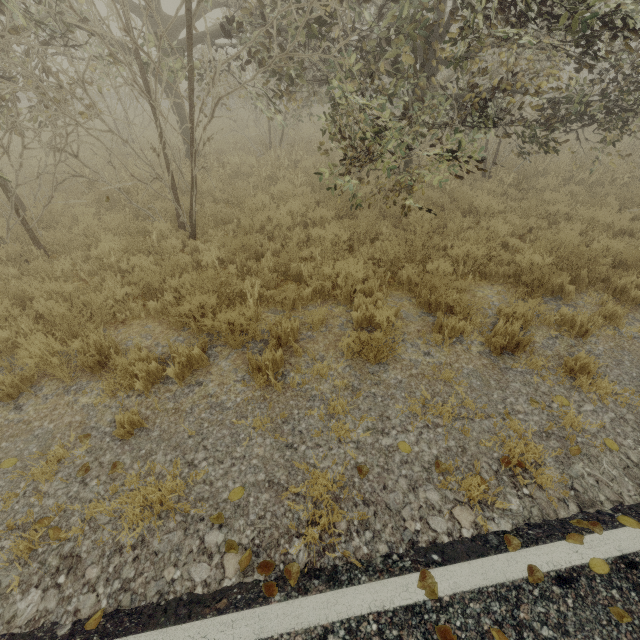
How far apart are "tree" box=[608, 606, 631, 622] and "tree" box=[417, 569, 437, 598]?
1.28m

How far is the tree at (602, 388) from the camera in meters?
3.8

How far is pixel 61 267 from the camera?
5.5m

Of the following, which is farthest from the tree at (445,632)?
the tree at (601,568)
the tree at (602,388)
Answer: the tree at (602,388)

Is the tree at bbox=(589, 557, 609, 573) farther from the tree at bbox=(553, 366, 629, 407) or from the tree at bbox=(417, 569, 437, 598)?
the tree at bbox=(553, 366, 629, 407)

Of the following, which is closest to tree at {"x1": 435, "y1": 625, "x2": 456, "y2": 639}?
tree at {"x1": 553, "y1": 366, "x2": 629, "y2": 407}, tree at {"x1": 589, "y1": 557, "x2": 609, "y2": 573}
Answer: tree at {"x1": 589, "y1": 557, "x2": 609, "y2": 573}
